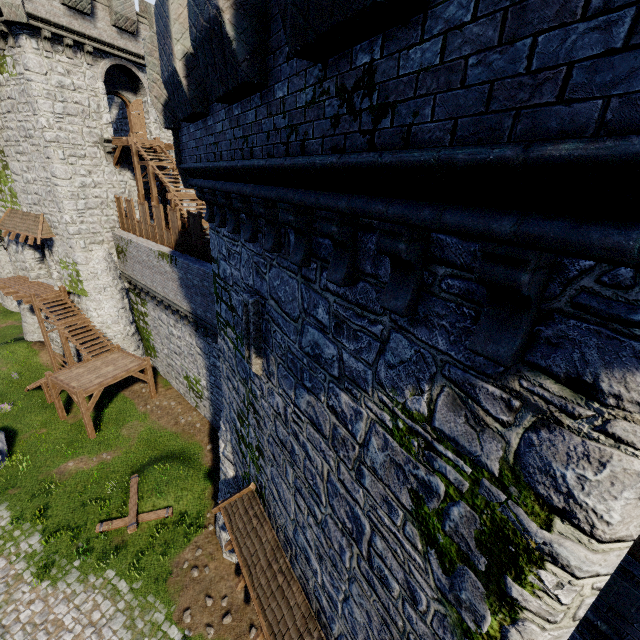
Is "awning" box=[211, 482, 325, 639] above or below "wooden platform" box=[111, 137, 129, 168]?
below

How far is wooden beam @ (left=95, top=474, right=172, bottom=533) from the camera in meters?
13.6 m

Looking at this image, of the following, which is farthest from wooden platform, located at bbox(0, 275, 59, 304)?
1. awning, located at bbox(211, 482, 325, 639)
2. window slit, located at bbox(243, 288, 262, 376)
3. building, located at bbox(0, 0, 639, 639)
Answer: window slit, located at bbox(243, 288, 262, 376)

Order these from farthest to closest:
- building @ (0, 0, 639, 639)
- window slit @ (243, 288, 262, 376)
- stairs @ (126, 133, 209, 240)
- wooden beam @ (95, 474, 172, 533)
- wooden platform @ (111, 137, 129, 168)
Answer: wooden platform @ (111, 137, 129, 168) < stairs @ (126, 133, 209, 240) < wooden beam @ (95, 474, 172, 533) < window slit @ (243, 288, 262, 376) < building @ (0, 0, 639, 639)

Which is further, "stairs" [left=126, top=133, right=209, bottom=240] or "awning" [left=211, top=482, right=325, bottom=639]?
"stairs" [left=126, top=133, right=209, bottom=240]

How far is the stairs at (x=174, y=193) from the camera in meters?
16.9

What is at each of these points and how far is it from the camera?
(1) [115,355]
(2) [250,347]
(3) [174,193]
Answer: (1) stairs, 20.5 meters
(2) window slit, 7.1 meters
(3) stairs, 17.0 meters

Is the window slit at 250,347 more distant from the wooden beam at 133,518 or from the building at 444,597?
the wooden beam at 133,518
